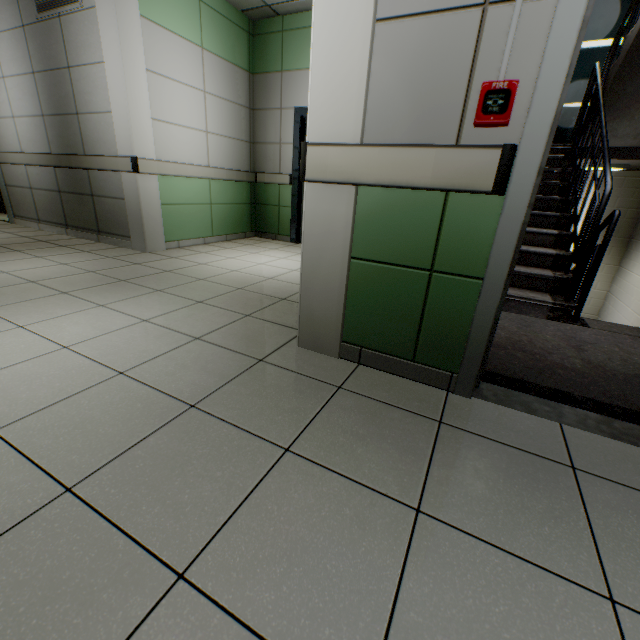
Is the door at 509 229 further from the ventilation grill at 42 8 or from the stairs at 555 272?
the ventilation grill at 42 8

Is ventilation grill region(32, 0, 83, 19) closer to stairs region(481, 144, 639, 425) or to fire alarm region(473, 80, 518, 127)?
stairs region(481, 144, 639, 425)

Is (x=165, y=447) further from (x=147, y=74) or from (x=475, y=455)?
(x=147, y=74)

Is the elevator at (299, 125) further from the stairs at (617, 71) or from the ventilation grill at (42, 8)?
the ventilation grill at (42, 8)

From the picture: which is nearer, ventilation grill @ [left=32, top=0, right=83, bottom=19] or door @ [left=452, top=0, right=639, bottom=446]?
door @ [left=452, top=0, right=639, bottom=446]

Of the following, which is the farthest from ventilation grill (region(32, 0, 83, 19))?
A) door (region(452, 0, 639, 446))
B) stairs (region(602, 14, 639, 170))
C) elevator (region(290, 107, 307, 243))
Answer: door (region(452, 0, 639, 446))

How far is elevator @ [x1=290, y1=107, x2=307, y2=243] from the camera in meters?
5.1 m

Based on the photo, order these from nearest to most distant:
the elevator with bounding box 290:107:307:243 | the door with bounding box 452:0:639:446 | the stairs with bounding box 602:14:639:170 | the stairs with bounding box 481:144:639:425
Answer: the door with bounding box 452:0:639:446 < the stairs with bounding box 481:144:639:425 < the stairs with bounding box 602:14:639:170 < the elevator with bounding box 290:107:307:243
